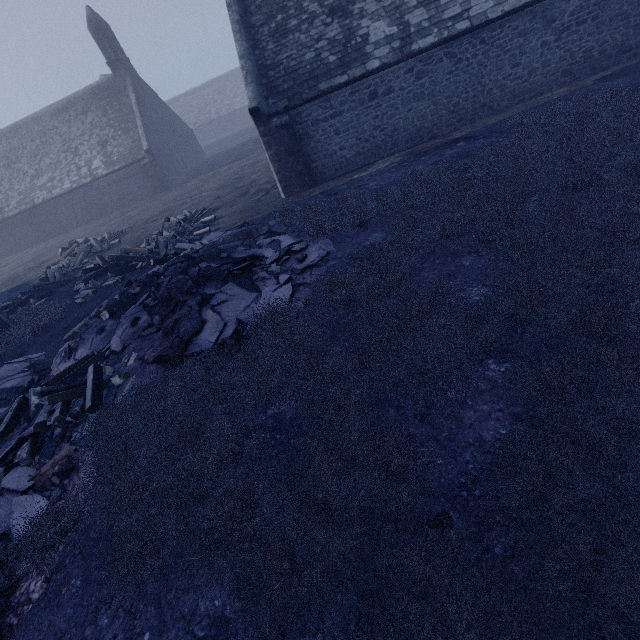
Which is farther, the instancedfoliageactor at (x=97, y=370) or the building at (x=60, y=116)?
the building at (x=60, y=116)

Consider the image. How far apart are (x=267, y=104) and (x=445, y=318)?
11.2 meters

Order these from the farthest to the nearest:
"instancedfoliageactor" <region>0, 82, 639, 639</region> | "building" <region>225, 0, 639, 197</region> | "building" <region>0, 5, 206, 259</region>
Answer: "building" <region>0, 5, 206, 259</region>
"building" <region>225, 0, 639, 197</region>
"instancedfoliageactor" <region>0, 82, 639, 639</region>

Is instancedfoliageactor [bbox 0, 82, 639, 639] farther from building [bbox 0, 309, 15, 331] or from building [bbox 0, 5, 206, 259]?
building [bbox 0, 5, 206, 259]

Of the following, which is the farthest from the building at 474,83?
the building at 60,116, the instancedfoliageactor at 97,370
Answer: the building at 60,116
